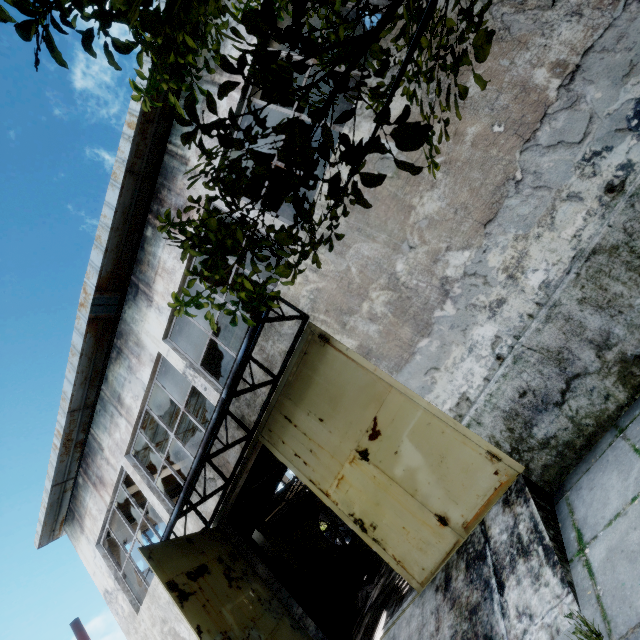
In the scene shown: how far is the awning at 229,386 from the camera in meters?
5.0 m

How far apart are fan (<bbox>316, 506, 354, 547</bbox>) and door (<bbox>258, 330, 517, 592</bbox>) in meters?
11.9

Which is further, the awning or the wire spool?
the wire spool

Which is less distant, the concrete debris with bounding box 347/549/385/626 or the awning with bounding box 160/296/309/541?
the awning with bounding box 160/296/309/541

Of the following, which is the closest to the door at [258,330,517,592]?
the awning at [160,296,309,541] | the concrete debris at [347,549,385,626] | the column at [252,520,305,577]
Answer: the awning at [160,296,309,541]

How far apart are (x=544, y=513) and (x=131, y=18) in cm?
571

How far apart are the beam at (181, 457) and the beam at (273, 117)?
11.9m

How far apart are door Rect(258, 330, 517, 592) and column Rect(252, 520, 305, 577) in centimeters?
679cm
